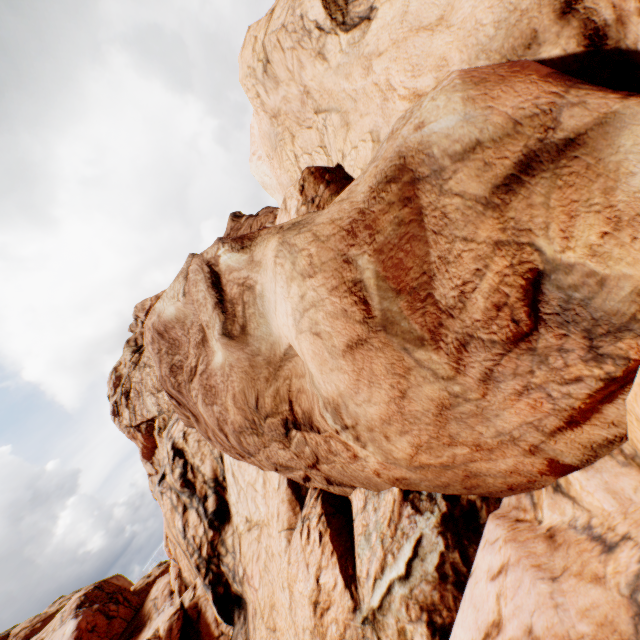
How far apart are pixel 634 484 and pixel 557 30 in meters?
7.7 m
